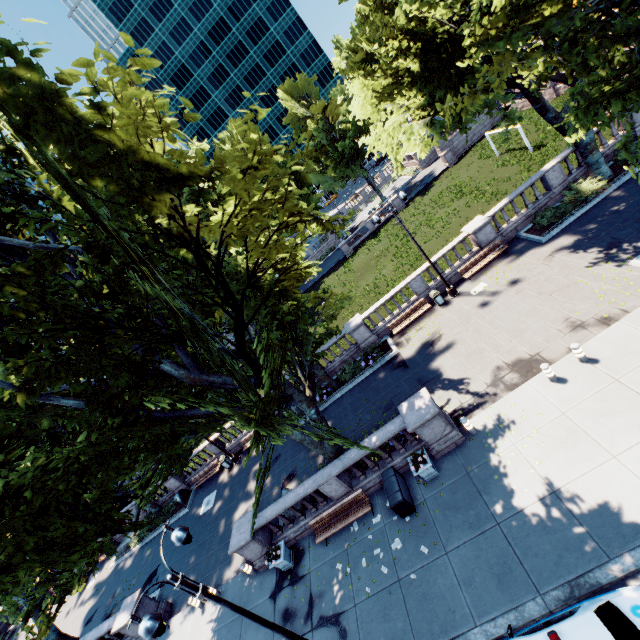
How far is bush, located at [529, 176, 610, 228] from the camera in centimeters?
1748cm

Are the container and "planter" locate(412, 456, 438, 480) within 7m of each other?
yes

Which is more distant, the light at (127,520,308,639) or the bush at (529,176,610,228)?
the bush at (529,176,610,228)

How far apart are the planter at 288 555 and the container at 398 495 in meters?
5.6

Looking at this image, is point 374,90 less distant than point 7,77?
No

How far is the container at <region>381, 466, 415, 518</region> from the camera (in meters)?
11.84

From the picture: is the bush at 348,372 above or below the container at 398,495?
below

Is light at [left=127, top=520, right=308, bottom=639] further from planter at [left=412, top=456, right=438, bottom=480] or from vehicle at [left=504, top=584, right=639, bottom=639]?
planter at [left=412, top=456, right=438, bottom=480]
